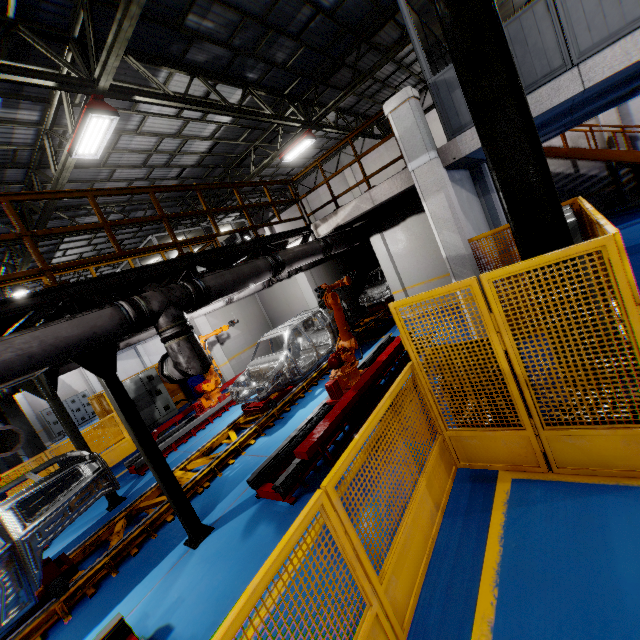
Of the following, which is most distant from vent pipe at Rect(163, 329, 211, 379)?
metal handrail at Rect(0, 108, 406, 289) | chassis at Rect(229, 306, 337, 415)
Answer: chassis at Rect(229, 306, 337, 415)

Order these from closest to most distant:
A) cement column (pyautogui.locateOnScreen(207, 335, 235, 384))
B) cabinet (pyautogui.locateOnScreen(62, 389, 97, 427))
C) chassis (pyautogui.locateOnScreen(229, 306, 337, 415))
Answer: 1. chassis (pyautogui.locateOnScreen(229, 306, 337, 415))
2. cement column (pyautogui.locateOnScreen(207, 335, 235, 384))
3. cabinet (pyautogui.locateOnScreen(62, 389, 97, 427))

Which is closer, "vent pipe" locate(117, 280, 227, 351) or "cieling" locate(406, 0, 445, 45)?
"vent pipe" locate(117, 280, 227, 351)

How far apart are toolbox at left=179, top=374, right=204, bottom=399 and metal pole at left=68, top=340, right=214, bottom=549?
9.6 meters

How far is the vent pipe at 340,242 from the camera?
8.5 meters

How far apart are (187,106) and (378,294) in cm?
1034

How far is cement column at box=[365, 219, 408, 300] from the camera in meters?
11.6 m

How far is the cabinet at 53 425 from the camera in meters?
21.3 m
